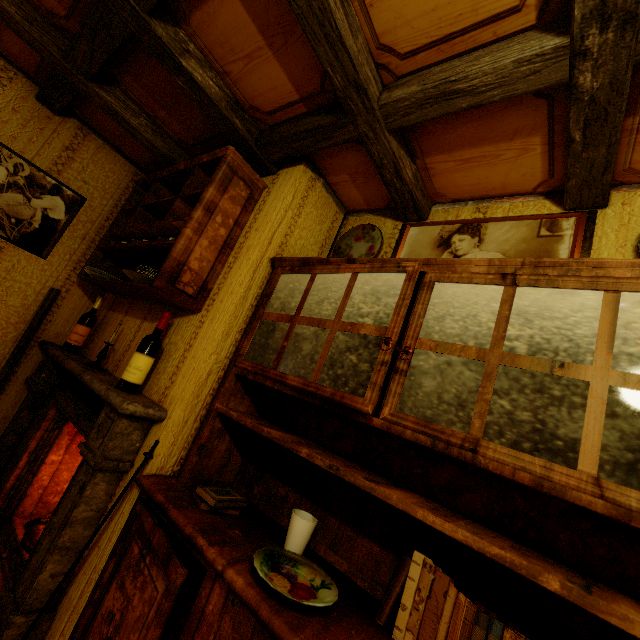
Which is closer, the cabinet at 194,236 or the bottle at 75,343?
the cabinet at 194,236

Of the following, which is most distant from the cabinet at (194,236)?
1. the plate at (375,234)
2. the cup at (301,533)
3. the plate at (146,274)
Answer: the cup at (301,533)

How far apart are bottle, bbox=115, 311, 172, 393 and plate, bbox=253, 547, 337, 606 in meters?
1.1

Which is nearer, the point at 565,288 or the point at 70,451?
the point at 565,288

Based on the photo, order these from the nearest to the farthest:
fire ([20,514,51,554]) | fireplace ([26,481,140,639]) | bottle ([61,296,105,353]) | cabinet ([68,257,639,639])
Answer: cabinet ([68,257,639,639]) → fireplace ([26,481,140,639]) → fire ([20,514,51,554]) → bottle ([61,296,105,353])

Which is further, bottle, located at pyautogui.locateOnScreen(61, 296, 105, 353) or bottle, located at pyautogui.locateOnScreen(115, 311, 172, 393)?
bottle, located at pyautogui.locateOnScreen(61, 296, 105, 353)

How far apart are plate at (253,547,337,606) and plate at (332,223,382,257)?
1.6m

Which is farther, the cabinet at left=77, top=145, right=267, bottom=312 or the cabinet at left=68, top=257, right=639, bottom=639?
the cabinet at left=77, top=145, right=267, bottom=312
